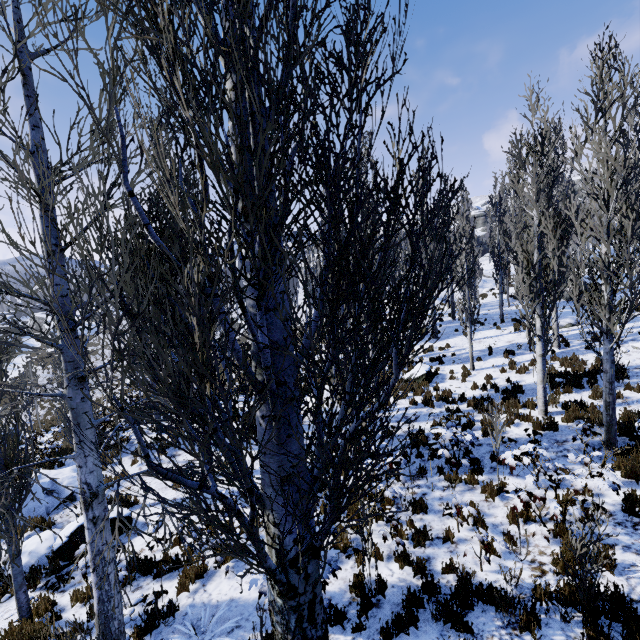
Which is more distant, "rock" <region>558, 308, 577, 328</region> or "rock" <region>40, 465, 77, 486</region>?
"rock" <region>558, 308, 577, 328</region>

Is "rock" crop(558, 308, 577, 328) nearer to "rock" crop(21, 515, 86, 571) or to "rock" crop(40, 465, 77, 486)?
"rock" crop(21, 515, 86, 571)

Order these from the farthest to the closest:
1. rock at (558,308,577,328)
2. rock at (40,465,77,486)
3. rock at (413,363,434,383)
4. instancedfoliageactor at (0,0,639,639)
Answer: rock at (558,308,577,328), rock at (413,363,434,383), rock at (40,465,77,486), instancedfoliageactor at (0,0,639,639)

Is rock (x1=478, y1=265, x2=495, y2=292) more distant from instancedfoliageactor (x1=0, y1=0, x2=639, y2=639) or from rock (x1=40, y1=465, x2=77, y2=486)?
rock (x1=40, y1=465, x2=77, y2=486)

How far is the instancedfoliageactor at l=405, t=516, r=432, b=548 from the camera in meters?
6.7

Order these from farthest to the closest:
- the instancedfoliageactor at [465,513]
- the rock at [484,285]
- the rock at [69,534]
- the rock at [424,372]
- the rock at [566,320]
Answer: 1. the rock at [484,285]
2. the rock at [566,320]
3. the rock at [424,372]
4. the rock at [69,534]
5. the instancedfoliageactor at [465,513]

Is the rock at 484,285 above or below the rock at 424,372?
above

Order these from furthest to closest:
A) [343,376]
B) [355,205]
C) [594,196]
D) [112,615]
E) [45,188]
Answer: [594,196], [112,615], [343,376], [355,205], [45,188]
